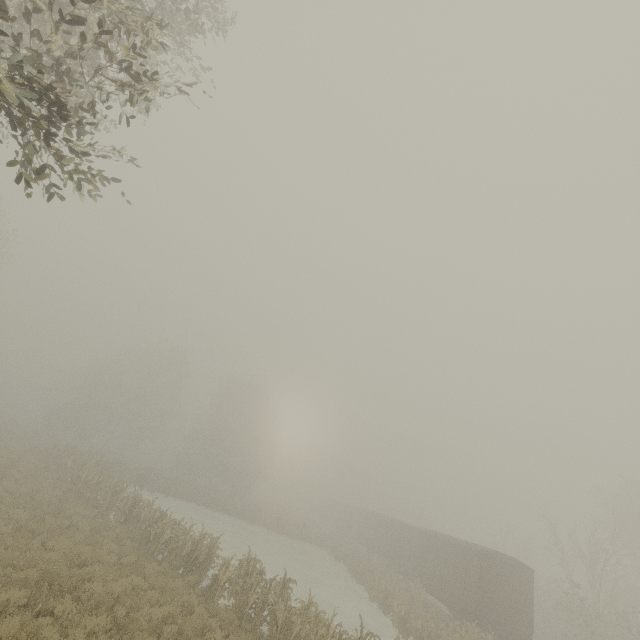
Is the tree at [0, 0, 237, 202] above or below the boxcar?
above

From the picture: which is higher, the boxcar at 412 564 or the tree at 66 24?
the tree at 66 24

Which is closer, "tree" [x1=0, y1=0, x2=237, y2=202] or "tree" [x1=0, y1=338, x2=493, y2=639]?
"tree" [x1=0, y1=0, x2=237, y2=202]

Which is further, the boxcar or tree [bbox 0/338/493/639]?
the boxcar

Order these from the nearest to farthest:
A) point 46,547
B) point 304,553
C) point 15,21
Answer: point 15,21
point 46,547
point 304,553

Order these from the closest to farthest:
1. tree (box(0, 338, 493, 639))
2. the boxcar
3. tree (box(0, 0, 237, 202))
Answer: tree (box(0, 0, 237, 202))
tree (box(0, 338, 493, 639))
the boxcar

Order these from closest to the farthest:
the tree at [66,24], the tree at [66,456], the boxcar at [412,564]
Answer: the tree at [66,24], the tree at [66,456], the boxcar at [412,564]
